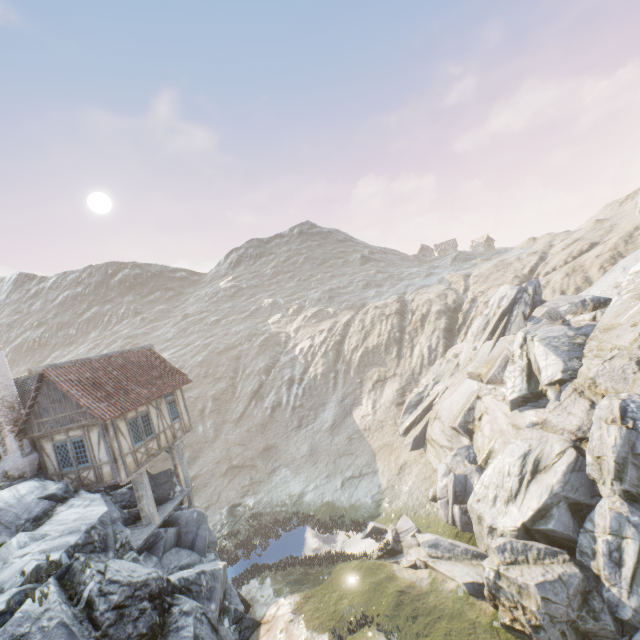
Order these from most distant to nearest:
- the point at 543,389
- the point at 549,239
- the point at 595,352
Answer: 1. the point at 549,239
2. the point at 543,389
3. the point at 595,352

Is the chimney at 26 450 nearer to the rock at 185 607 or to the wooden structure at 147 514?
the rock at 185 607

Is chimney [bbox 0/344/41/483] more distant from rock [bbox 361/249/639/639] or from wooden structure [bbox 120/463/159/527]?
wooden structure [bbox 120/463/159/527]

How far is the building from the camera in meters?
14.8 m

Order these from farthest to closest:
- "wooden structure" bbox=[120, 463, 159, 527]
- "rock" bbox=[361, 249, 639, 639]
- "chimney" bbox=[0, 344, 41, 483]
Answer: "wooden structure" bbox=[120, 463, 159, 527] < "chimney" bbox=[0, 344, 41, 483] < "rock" bbox=[361, 249, 639, 639]

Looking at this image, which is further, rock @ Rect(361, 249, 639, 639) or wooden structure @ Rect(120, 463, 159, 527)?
wooden structure @ Rect(120, 463, 159, 527)

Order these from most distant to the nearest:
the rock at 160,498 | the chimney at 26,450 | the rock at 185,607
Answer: the rock at 160,498 → the chimney at 26,450 → the rock at 185,607
